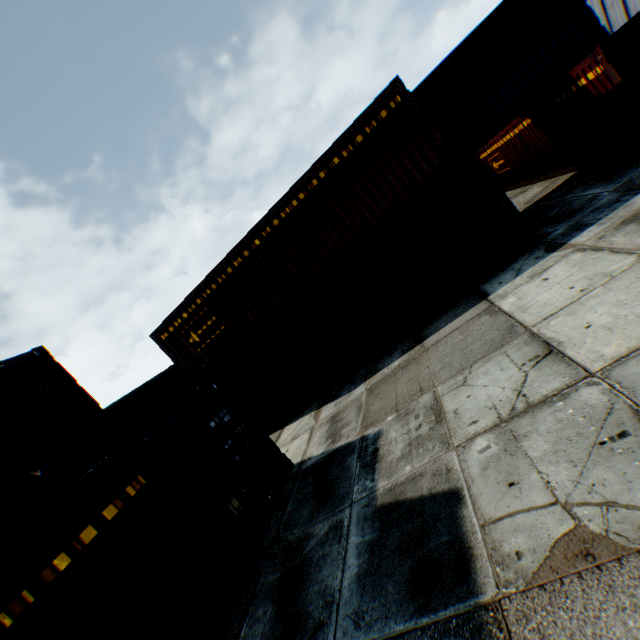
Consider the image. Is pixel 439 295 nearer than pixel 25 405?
No
